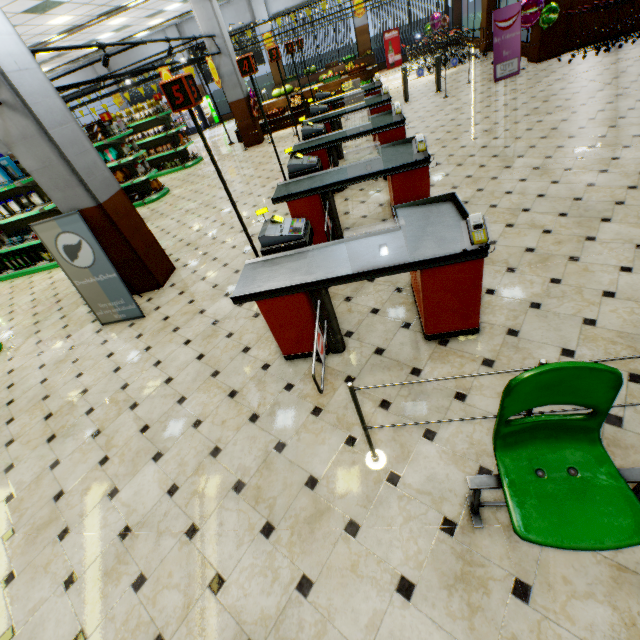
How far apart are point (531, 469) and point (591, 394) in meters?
0.5

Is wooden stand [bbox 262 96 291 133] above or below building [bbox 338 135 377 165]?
above

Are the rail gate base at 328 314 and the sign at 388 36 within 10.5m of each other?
no

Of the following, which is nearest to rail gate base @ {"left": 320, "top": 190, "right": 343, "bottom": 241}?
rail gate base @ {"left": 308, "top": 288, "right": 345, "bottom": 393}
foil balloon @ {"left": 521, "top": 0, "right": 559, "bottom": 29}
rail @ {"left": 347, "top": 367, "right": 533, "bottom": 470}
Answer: rail gate base @ {"left": 308, "top": 288, "right": 345, "bottom": 393}

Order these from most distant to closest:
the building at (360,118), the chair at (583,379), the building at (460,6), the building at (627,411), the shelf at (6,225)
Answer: the building at (460,6), the building at (360,118), the shelf at (6,225), the building at (627,411), the chair at (583,379)

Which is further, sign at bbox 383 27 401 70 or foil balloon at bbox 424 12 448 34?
sign at bbox 383 27 401 70

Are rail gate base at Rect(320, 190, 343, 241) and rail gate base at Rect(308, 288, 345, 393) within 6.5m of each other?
yes

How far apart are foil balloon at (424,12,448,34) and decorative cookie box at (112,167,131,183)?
17.21m
